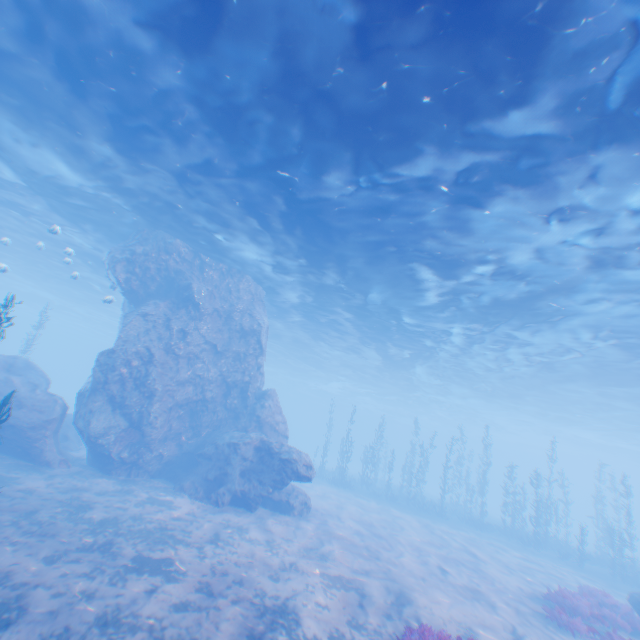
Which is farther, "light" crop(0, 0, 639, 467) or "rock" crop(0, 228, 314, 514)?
"rock" crop(0, 228, 314, 514)

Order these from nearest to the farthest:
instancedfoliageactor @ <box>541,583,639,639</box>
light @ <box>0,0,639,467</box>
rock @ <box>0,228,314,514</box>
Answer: light @ <box>0,0,639,467</box> → instancedfoliageactor @ <box>541,583,639,639</box> → rock @ <box>0,228,314,514</box>

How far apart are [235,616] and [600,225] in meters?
15.4

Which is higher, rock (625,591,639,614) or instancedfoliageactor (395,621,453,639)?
rock (625,591,639,614)

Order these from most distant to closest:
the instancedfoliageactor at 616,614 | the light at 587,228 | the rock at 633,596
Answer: the rock at 633,596, the instancedfoliageactor at 616,614, the light at 587,228

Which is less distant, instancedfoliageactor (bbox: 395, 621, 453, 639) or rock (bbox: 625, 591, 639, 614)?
instancedfoliageactor (bbox: 395, 621, 453, 639)

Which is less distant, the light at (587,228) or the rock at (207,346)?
the light at (587,228)

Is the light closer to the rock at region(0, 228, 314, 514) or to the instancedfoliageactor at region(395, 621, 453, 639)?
the rock at region(0, 228, 314, 514)
